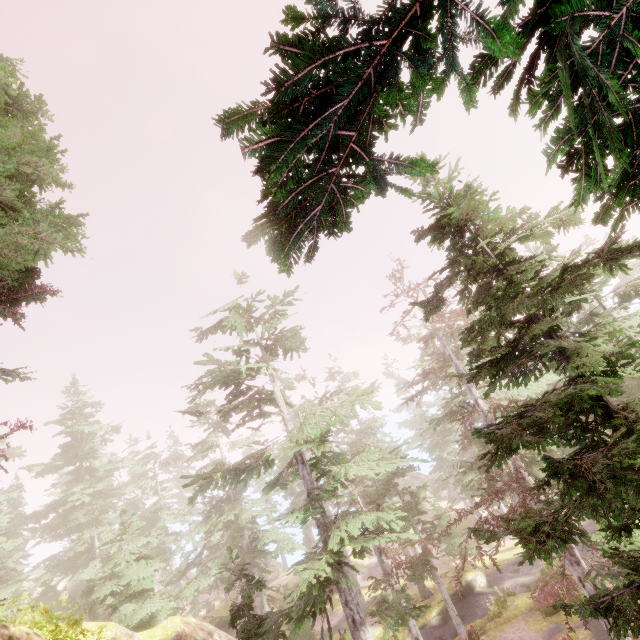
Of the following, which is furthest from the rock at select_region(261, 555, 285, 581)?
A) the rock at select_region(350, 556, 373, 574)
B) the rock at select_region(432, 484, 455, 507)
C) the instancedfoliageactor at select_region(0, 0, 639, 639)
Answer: the rock at select_region(432, 484, 455, 507)

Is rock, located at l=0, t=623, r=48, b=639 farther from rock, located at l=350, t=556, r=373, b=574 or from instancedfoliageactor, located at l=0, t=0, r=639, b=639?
rock, located at l=350, t=556, r=373, b=574

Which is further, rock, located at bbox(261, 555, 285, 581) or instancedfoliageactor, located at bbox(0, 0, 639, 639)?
rock, located at bbox(261, 555, 285, 581)

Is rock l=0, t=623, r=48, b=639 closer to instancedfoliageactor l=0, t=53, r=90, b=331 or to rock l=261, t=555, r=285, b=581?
instancedfoliageactor l=0, t=53, r=90, b=331

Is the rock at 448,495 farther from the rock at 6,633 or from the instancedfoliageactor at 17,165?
the rock at 6,633

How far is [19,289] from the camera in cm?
584

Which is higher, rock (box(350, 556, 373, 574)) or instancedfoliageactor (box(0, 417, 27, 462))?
instancedfoliageactor (box(0, 417, 27, 462))
